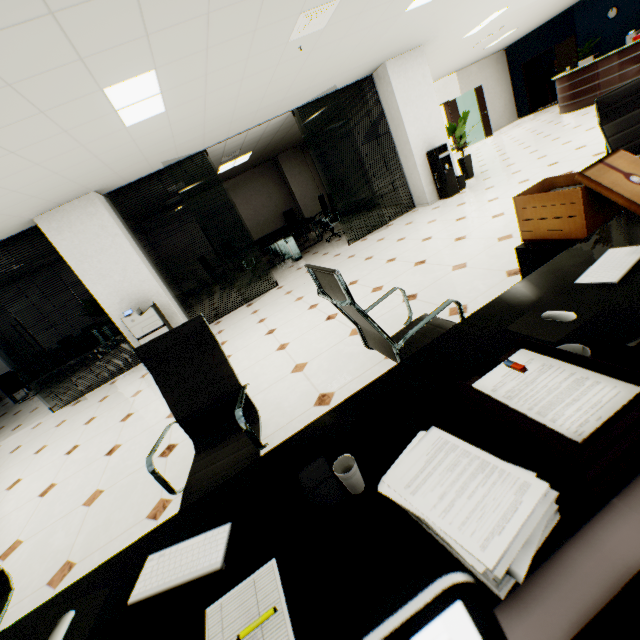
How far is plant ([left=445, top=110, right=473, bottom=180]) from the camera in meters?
7.5 m

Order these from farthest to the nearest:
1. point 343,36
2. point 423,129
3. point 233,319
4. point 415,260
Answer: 1. point 423,129
2. point 233,319
3. point 415,260
4. point 343,36

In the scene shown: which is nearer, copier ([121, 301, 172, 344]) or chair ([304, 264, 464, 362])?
chair ([304, 264, 464, 362])

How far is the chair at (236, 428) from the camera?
1.7 meters

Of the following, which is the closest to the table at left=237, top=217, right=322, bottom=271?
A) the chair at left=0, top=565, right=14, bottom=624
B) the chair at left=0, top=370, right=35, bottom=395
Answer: the chair at left=0, top=370, right=35, bottom=395

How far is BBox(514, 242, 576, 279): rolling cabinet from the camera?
1.9 meters

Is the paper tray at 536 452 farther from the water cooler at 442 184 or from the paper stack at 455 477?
the water cooler at 442 184

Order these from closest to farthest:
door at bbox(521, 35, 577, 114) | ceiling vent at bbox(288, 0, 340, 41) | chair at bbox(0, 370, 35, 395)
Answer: ceiling vent at bbox(288, 0, 340, 41)
chair at bbox(0, 370, 35, 395)
door at bbox(521, 35, 577, 114)
